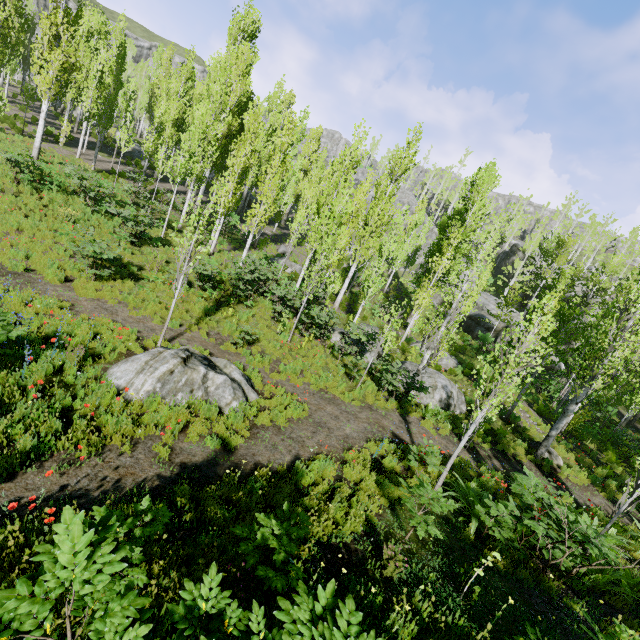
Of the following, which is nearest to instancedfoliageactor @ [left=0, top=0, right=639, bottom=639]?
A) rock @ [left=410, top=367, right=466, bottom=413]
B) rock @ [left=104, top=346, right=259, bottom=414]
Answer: rock @ [left=104, top=346, right=259, bottom=414]

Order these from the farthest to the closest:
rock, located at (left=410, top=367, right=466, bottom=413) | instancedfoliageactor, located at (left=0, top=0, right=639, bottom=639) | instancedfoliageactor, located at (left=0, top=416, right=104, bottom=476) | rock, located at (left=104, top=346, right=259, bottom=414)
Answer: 1. rock, located at (left=410, top=367, right=466, bottom=413)
2. rock, located at (left=104, top=346, right=259, bottom=414)
3. instancedfoliageactor, located at (left=0, top=416, right=104, bottom=476)
4. instancedfoliageactor, located at (left=0, top=0, right=639, bottom=639)

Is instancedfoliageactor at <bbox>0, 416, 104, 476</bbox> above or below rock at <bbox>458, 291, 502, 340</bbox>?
below

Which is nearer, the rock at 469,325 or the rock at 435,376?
the rock at 435,376

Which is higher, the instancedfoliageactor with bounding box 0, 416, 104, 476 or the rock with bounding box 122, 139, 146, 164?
the rock with bounding box 122, 139, 146, 164

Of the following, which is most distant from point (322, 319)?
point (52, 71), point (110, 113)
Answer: point (110, 113)

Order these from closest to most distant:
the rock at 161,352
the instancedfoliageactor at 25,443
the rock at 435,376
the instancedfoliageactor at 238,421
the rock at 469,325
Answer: the instancedfoliageactor at 25,443 < the instancedfoliageactor at 238,421 < the rock at 161,352 < the rock at 435,376 < the rock at 469,325

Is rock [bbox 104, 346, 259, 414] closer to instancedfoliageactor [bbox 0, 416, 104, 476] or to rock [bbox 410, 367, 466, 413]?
instancedfoliageactor [bbox 0, 416, 104, 476]
